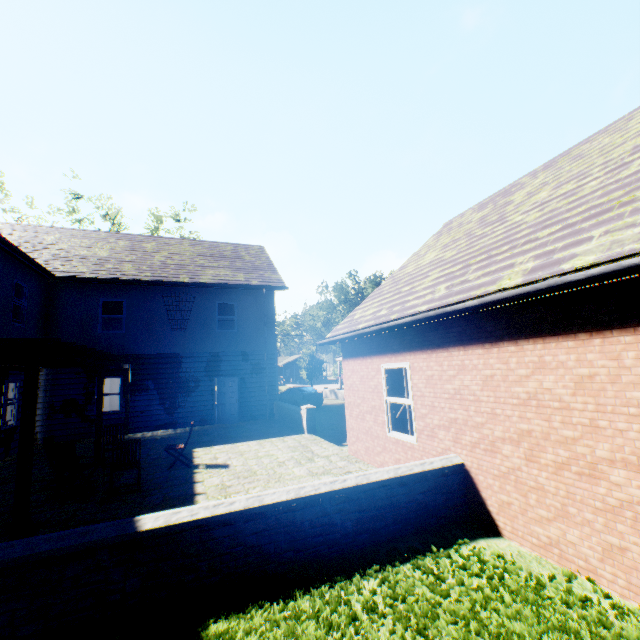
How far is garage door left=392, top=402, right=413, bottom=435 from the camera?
9.7 meters

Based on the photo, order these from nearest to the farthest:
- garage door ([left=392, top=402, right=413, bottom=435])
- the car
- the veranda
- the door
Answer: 1. the veranda
2. garage door ([left=392, top=402, right=413, bottom=435])
3. the door
4. the car

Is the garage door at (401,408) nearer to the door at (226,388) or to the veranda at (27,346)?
A: the veranda at (27,346)

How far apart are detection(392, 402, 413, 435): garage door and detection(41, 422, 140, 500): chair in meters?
6.8

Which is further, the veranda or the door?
the door

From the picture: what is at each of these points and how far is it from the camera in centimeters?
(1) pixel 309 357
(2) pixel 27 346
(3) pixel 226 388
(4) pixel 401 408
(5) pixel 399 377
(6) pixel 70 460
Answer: (1) tree, 4666cm
(2) veranda, 539cm
(3) door, 1566cm
(4) garage door, 973cm
(5) garage door, 991cm
(6) chair, 676cm

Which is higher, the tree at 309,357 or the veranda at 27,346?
the tree at 309,357

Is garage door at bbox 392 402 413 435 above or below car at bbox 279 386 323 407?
above
